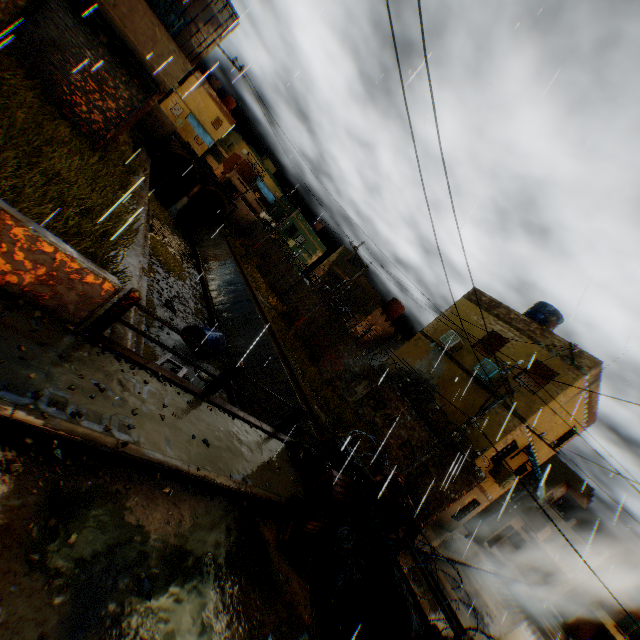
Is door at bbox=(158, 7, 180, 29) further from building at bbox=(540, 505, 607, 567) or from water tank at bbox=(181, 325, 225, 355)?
water tank at bbox=(181, 325, 225, 355)

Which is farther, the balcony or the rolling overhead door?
the balcony

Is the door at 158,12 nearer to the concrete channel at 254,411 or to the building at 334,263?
the concrete channel at 254,411

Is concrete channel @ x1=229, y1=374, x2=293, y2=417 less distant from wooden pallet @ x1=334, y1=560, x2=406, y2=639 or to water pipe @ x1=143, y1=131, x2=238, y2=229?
water pipe @ x1=143, y1=131, x2=238, y2=229

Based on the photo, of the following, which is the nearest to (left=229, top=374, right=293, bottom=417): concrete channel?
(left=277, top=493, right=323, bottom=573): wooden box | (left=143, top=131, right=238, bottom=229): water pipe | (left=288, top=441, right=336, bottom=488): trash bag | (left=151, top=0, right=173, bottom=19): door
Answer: (left=143, top=131, right=238, bottom=229): water pipe

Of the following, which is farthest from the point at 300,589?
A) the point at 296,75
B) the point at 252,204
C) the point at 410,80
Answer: the point at 252,204

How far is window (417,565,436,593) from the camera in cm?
600

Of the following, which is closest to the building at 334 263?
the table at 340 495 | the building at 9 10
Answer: the building at 9 10
